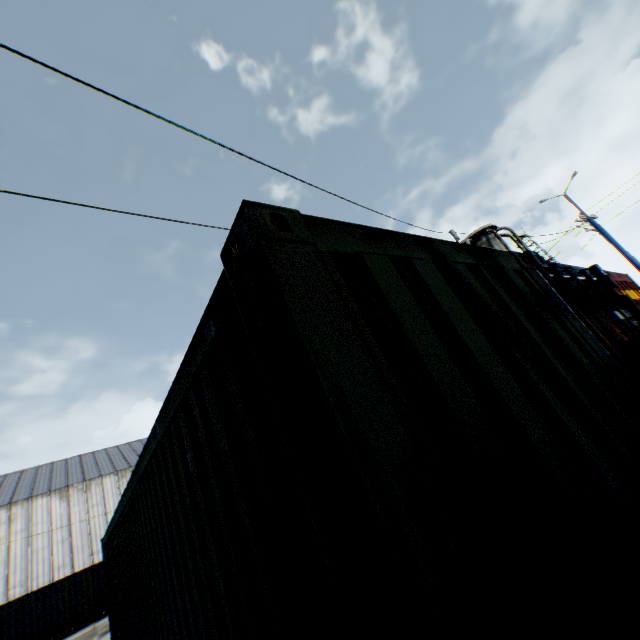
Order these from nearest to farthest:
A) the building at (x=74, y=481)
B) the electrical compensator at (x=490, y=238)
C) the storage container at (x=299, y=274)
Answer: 1. the storage container at (x=299, y=274)
2. the electrical compensator at (x=490, y=238)
3. the building at (x=74, y=481)

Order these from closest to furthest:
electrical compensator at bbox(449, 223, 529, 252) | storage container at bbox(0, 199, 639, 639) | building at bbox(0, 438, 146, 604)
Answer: storage container at bbox(0, 199, 639, 639), electrical compensator at bbox(449, 223, 529, 252), building at bbox(0, 438, 146, 604)

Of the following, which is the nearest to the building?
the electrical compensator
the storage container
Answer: the storage container

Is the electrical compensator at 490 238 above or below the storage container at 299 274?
above

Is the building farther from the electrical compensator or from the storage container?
the electrical compensator

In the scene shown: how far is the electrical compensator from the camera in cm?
943

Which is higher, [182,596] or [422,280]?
[422,280]
